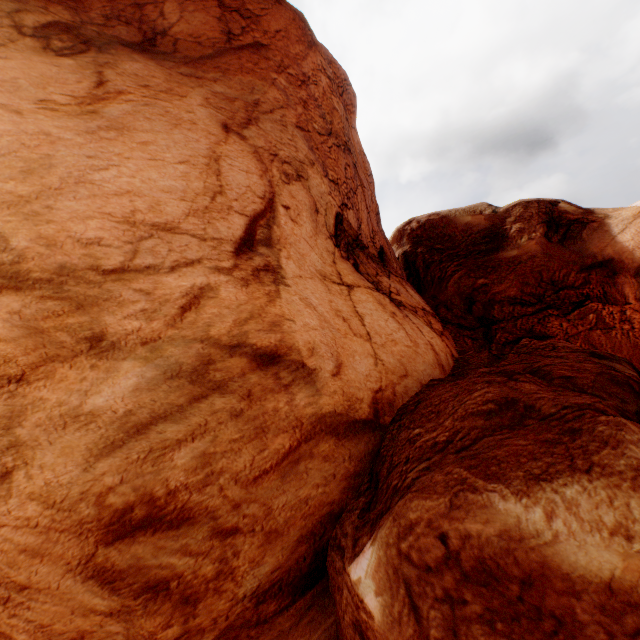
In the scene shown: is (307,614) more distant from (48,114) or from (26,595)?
(48,114)
